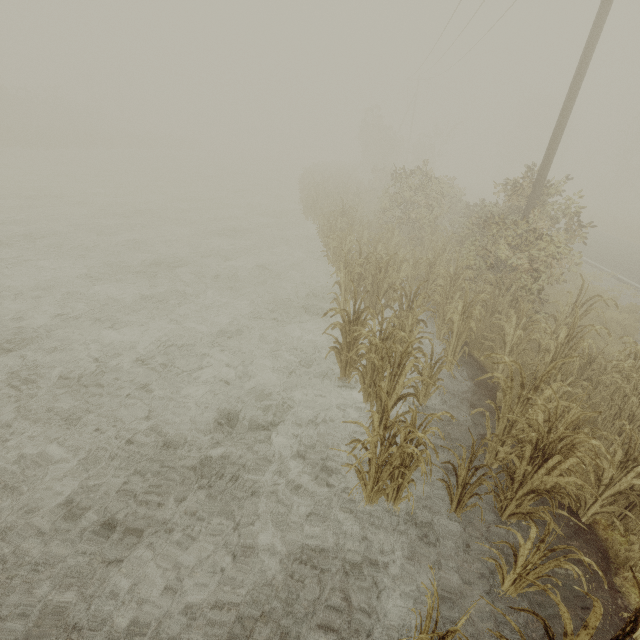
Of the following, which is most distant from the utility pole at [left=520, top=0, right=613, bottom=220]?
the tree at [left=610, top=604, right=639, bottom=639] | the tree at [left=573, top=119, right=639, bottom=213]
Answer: the tree at [left=573, top=119, right=639, bottom=213]

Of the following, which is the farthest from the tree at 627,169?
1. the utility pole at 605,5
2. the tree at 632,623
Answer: the tree at 632,623

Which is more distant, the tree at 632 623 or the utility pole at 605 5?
the utility pole at 605 5

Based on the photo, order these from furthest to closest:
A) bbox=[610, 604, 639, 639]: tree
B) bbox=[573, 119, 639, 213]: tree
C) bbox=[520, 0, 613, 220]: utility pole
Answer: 1. bbox=[573, 119, 639, 213]: tree
2. bbox=[520, 0, 613, 220]: utility pole
3. bbox=[610, 604, 639, 639]: tree

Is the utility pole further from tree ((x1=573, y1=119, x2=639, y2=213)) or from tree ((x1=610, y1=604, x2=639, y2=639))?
tree ((x1=573, y1=119, x2=639, y2=213))

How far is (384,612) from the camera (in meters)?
3.22
